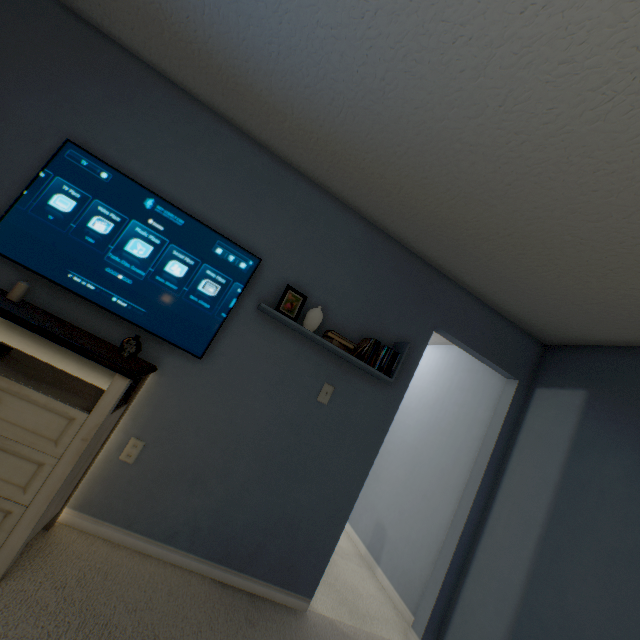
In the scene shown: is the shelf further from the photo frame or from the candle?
the candle

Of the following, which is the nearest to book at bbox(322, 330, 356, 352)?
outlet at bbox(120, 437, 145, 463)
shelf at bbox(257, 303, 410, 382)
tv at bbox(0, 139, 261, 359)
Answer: shelf at bbox(257, 303, 410, 382)

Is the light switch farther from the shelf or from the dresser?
the dresser

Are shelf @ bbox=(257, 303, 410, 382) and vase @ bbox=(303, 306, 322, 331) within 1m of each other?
yes

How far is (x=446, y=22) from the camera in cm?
108

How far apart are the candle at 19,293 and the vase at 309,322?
1.4 meters

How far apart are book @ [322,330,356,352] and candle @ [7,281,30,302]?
1.58m

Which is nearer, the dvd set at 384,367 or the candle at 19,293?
the candle at 19,293
